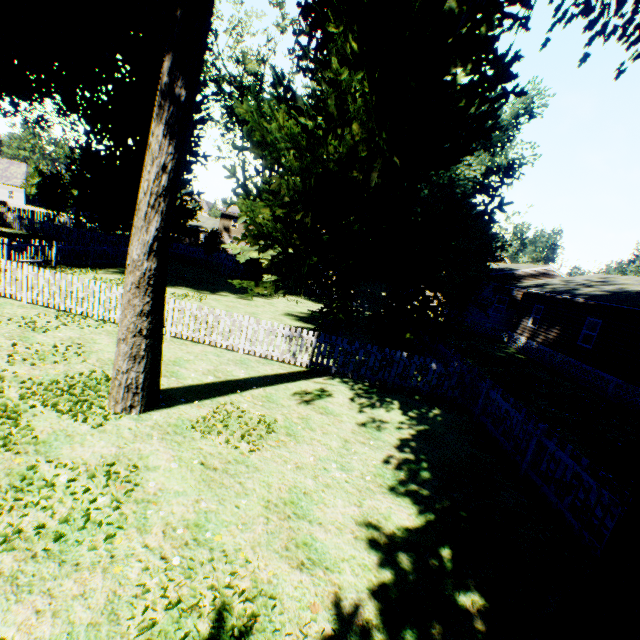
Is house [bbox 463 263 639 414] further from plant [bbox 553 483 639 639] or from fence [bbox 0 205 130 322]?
plant [bbox 553 483 639 639]

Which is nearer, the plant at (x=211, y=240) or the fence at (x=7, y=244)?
the fence at (x=7, y=244)

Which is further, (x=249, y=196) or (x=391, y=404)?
(x=249, y=196)

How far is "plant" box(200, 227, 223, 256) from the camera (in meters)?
37.97

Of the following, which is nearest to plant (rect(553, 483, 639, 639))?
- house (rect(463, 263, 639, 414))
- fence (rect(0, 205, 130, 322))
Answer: fence (rect(0, 205, 130, 322))

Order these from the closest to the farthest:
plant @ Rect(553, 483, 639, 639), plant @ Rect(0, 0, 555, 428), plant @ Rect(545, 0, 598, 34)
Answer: plant @ Rect(553, 483, 639, 639) → plant @ Rect(0, 0, 555, 428) → plant @ Rect(545, 0, 598, 34)

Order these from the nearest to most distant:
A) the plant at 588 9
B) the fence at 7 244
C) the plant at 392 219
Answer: the plant at 392 219, the plant at 588 9, the fence at 7 244
